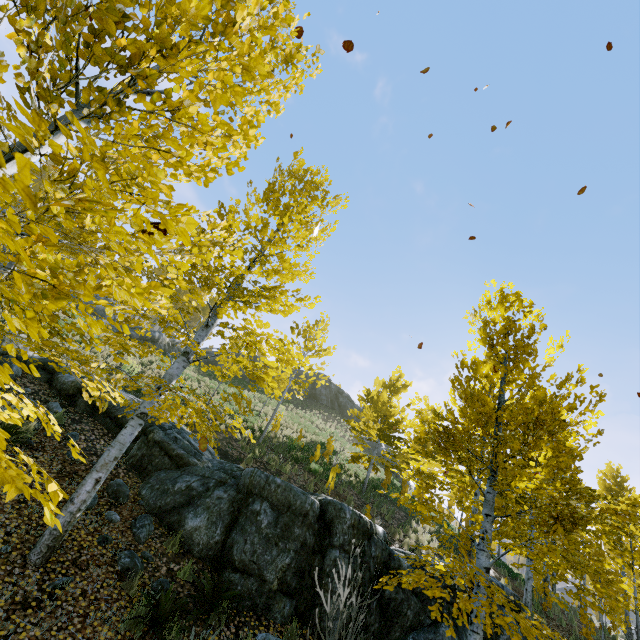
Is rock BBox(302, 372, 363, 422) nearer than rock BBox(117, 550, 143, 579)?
No

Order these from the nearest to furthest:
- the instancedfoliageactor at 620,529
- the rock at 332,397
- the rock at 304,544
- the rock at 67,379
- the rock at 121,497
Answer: the instancedfoliageactor at 620,529 → the rock at 304,544 → the rock at 121,497 → the rock at 67,379 → the rock at 332,397

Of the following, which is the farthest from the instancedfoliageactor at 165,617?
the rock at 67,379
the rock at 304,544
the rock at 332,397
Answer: the rock at 332,397

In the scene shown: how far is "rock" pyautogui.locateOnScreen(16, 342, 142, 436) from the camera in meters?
8.6 m

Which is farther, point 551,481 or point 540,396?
point 551,481

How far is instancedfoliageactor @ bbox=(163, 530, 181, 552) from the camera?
5.9 meters

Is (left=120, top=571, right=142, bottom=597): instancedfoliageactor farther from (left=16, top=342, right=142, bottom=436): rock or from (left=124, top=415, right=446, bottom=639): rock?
(left=16, top=342, right=142, bottom=436): rock
